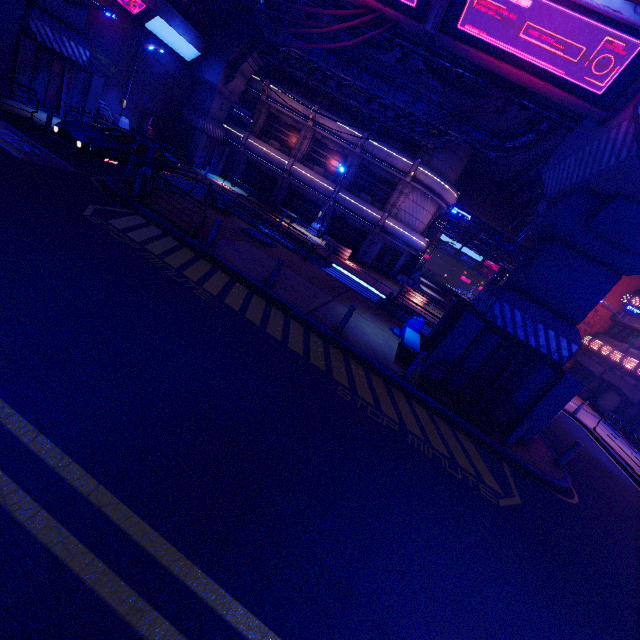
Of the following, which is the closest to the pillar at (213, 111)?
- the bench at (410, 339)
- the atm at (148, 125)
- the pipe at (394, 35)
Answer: the atm at (148, 125)

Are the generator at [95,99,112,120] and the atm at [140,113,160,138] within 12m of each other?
yes

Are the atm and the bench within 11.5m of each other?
no

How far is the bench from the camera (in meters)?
11.02

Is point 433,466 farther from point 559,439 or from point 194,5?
point 194,5

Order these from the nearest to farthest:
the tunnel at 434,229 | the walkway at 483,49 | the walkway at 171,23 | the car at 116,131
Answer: the walkway at 483,49 → the car at 116,131 → the walkway at 171,23 → the tunnel at 434,229

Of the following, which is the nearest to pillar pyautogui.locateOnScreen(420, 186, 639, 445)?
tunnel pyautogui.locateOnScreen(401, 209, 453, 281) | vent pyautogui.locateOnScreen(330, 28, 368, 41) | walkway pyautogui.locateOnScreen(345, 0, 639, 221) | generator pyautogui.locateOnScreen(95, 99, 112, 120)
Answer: walkway pyautogui.locateOnScreen(345, 0, 639, 221)

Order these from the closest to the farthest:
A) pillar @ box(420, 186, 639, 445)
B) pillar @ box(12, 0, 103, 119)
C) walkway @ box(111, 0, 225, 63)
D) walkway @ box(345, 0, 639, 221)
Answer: walkway @ box(345, 0, 639, 221) → pillar @ box(420, 186, 639, 445) → pillar @ box(12, 0, 103, 119) → walkway @ box(111, 0, 225, 63)
